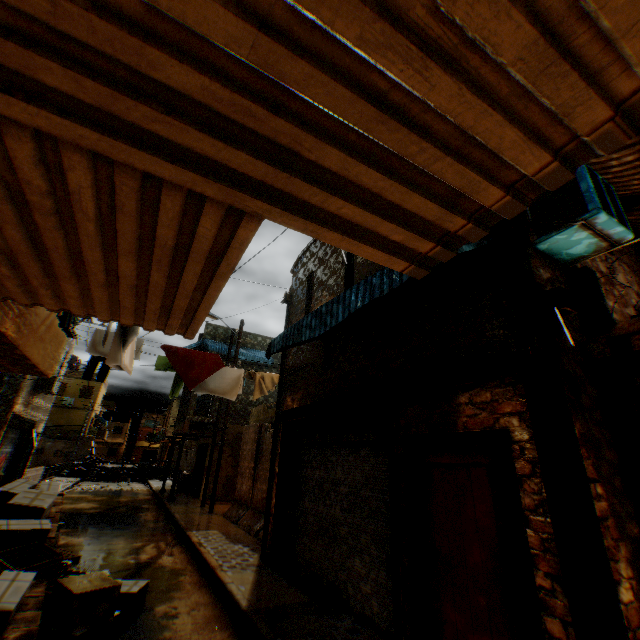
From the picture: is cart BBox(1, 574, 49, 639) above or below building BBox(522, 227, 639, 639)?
below

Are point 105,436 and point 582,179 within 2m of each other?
no

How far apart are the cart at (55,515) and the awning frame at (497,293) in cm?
466

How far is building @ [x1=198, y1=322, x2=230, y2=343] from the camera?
19.6 meters

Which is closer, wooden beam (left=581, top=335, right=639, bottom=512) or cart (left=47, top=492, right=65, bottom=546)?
wooden beam (left=581, top=335, right=639, bottom=512)

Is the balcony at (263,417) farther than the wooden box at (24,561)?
Yes

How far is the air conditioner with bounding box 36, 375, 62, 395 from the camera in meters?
15.4 m

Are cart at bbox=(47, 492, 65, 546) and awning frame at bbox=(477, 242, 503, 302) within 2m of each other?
no
